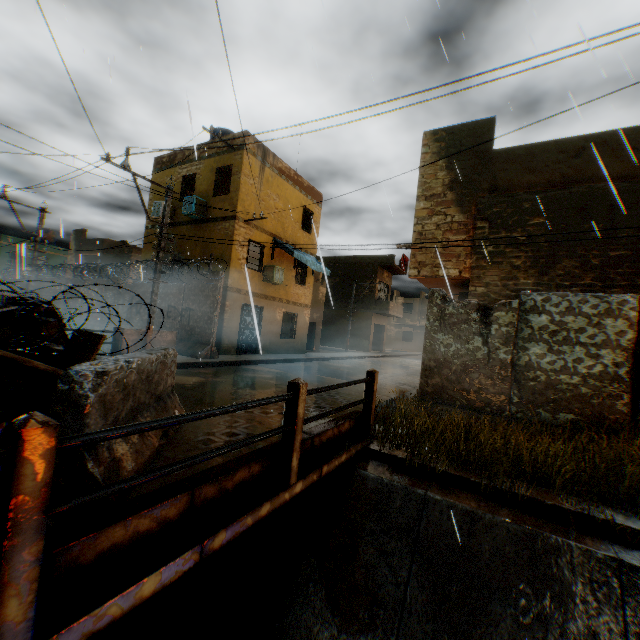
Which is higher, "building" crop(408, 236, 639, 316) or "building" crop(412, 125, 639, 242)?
"building" crop(412, 125, 639, 242)

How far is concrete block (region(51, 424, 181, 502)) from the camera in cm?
240

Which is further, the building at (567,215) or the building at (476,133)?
the building at (476,133)

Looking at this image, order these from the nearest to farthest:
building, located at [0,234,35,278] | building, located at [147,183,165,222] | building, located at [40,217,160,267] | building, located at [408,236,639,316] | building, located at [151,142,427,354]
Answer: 1. building, located at [408,236,639,316]
2. building, located at [151,142,427,354]
3. building, located at [147,183,165,222]
4. building, located at [40,217,160,267]
5. building, located at [0,234,35,278]

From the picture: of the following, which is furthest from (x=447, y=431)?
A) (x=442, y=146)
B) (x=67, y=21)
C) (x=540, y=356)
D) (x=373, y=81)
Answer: (x=67, y=21)

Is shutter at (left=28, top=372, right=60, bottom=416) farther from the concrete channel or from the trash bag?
the concrete channel

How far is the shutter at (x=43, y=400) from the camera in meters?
4.1 m

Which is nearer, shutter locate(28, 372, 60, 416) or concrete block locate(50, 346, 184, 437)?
concrete block locate(50, 346, 184, 437)
